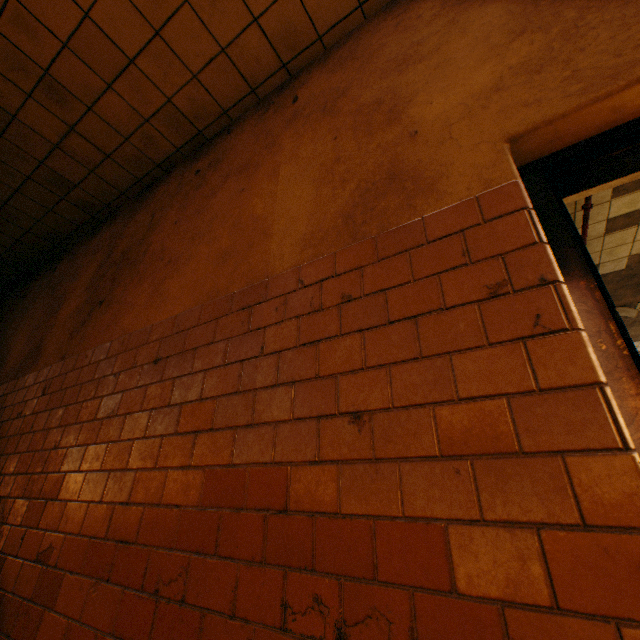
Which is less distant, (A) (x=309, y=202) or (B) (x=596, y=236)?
(A) (x=309, y=202)
